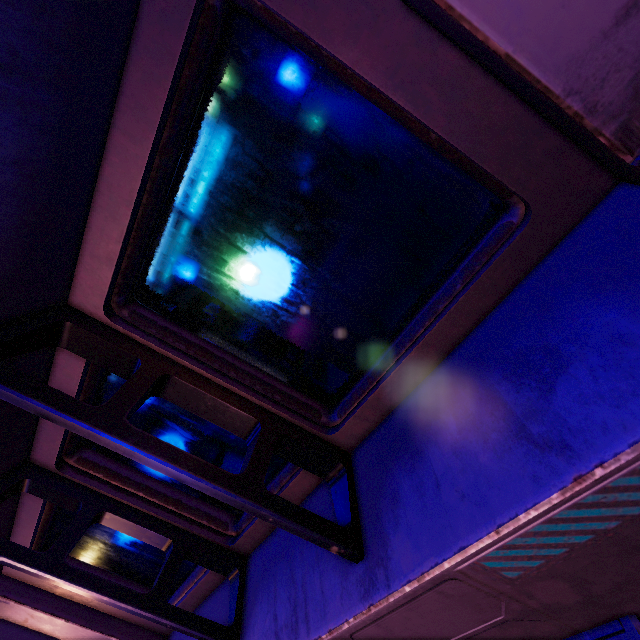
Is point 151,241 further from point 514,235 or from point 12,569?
point 12,569
